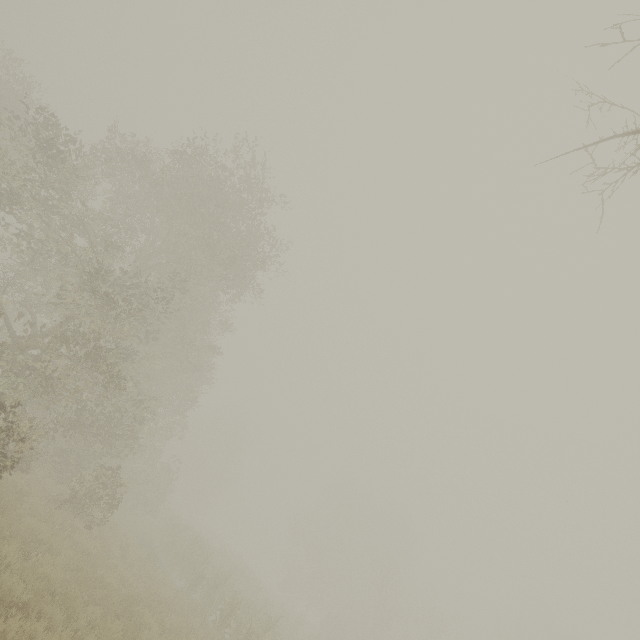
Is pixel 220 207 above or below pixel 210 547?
above
